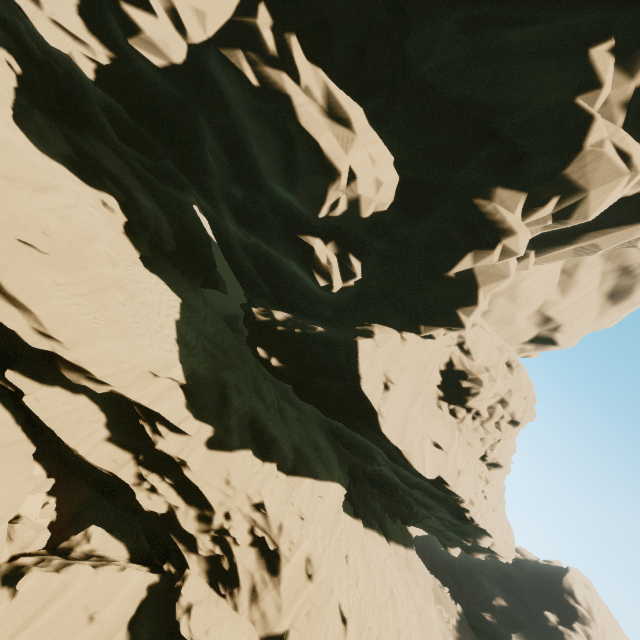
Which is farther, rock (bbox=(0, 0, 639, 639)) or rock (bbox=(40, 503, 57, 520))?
rock (bbox=(40, 503, 57, 520))

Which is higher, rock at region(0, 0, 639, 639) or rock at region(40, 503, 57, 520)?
rock at region(0, 0, 639, 639)

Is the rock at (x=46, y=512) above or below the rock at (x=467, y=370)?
below

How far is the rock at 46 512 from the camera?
11.6m

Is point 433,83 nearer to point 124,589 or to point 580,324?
point 124,589

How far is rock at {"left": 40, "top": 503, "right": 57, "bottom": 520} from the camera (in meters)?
11.62
